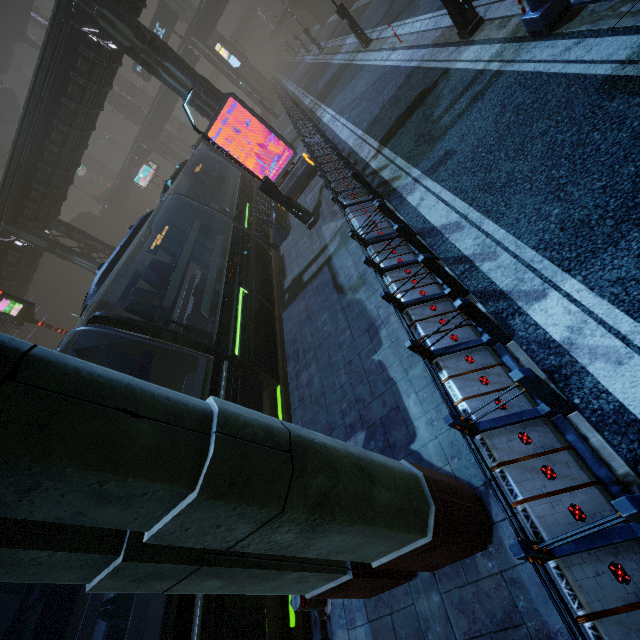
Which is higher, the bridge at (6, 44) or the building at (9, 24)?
the bridge at (6, 44)

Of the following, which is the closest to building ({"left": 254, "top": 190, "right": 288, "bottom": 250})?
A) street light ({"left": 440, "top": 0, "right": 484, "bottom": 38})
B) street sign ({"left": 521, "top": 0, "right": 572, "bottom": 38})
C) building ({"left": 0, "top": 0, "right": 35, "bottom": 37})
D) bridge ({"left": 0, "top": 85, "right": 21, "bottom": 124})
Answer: street light ({"left": 440, "top": 0, "right": 484, "bottom": 38})

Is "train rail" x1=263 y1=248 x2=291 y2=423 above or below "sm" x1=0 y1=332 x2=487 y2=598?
below

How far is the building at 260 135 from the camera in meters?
18.6

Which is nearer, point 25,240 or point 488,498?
point 488,498

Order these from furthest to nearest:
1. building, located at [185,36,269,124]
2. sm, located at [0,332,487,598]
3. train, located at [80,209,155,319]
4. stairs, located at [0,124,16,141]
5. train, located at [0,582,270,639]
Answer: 1. stairs, located at [0,124,16,141]
2. building, located at [185,36,269,124]
3. train, located at [80,209,155,319]
4. train, located at [0,582,270,639]
5. sm, located at [0,332,487,598]

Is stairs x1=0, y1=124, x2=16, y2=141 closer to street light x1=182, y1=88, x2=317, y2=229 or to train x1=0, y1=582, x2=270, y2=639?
train x1=0, y1=582, x2=270, y2=639

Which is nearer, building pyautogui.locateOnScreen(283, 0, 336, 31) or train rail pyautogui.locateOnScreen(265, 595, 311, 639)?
train rail pyautogui.locateOnScreen(265, 595, 311, 639)
